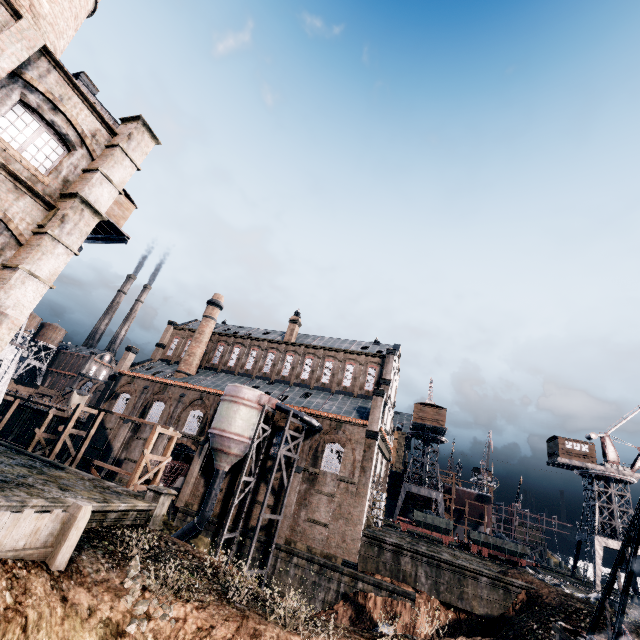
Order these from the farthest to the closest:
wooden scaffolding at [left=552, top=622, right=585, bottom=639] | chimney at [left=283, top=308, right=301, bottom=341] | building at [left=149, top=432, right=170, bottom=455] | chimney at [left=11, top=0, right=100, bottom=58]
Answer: chimney at [left=283, top=308, right=301, bottom=341]
building at [left=149, top=432, right=170, bottom=455]
chimney at [left=11, top=0, right=100, bottom=58]
wooden scaffolding at [left=552, top=622, right=585, bottom=639]

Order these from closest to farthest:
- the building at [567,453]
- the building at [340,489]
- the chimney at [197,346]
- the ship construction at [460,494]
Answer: the building at [340,489] → the building at [567,453] → the chimney at [197,346] → the ship construction at [460,494]

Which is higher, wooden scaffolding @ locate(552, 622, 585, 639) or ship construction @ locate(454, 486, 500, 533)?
ship construction @ locate(454, 486, 500, 533)

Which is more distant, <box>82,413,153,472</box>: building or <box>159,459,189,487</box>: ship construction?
<box>82,413,153,472</box>: building

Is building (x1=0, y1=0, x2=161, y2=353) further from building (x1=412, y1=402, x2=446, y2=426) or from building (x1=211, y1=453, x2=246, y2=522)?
building (x1=412, y1=402, x2=446, y2=426)

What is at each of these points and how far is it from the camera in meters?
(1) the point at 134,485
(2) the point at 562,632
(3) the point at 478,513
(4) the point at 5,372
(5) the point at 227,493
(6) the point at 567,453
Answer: (1) wooden scaffolding, 21.6
(2) wooden scaffolding, 15.4
(3) ship construction, 54.8
(4) crane, 23.6
(5) building, 34.0
(6) building, 45.5

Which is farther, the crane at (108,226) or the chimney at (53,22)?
the crane at (108,226)

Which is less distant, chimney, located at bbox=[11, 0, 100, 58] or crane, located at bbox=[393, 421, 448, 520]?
chimney, located at bbox=[11, 0, 100, 58]
